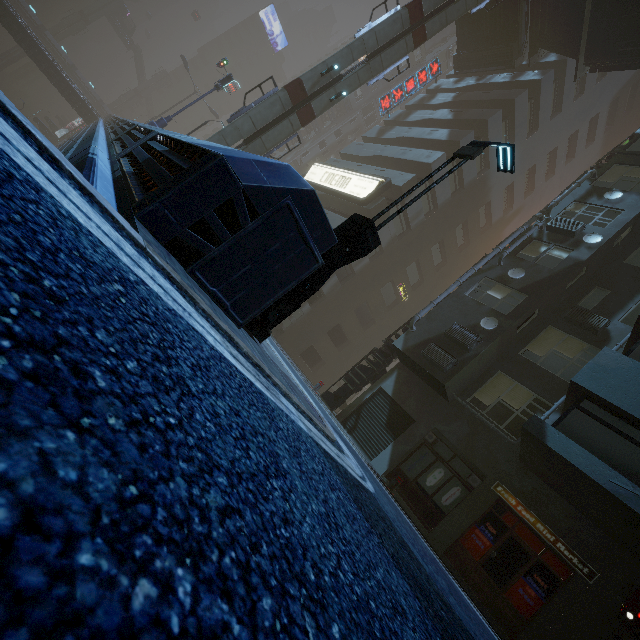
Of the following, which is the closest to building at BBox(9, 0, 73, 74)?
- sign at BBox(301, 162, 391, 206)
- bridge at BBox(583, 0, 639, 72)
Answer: sign at BBox(301, 162, 391, 206)

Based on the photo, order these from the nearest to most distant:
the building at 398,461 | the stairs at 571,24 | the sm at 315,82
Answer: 1. the building at 398,461
2. the sm at 315,82
3. the stairs at 571,24

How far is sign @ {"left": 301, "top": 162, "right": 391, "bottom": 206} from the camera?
23.7m

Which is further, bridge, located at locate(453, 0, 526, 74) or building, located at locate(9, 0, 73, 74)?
building, located at locate(9, 0, 73, 74)

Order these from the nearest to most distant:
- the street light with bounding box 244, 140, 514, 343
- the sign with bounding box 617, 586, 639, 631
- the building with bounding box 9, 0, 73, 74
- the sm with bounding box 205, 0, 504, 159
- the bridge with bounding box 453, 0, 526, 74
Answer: the street light with bounding box 244, 140, 514, 343 → the sign with bounding box 617, 586, 639, 631 → the sm with bounding box 205, 0, 504, 159 → the bridge with bounding box 453, 0, 526, 74 → the building with bounding box 9, 0, 73, 74

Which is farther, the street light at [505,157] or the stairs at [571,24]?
the stairs at [571,24]

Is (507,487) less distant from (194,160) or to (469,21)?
(194,160)

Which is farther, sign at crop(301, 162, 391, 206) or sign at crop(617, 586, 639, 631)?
sign at crop(301, 162, 391, 206)
